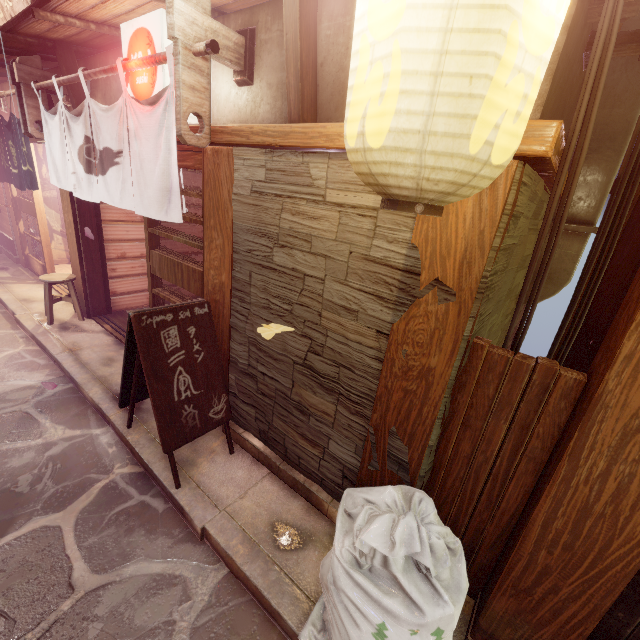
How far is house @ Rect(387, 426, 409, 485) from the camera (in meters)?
4.05

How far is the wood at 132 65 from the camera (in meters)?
4.55

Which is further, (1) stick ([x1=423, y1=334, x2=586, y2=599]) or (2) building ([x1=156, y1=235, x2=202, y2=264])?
(2) building ([x1=156, y1=235, x2=202, y2=264])

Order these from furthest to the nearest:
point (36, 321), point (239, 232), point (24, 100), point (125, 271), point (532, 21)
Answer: point (125, 271), point (36, 321), point (24, 100), point (239, 232), point (532, 21)

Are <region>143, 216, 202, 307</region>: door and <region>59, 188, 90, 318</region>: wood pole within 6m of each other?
yes

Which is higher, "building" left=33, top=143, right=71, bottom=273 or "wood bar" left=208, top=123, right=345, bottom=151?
"wood bar" left=208, top=123, right=345, bottom=151

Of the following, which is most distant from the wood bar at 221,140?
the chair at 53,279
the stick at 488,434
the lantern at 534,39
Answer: the chair at 53,279

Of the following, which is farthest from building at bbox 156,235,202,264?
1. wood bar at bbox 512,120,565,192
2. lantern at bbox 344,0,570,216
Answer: lantern at bbox 344,0,570,216
